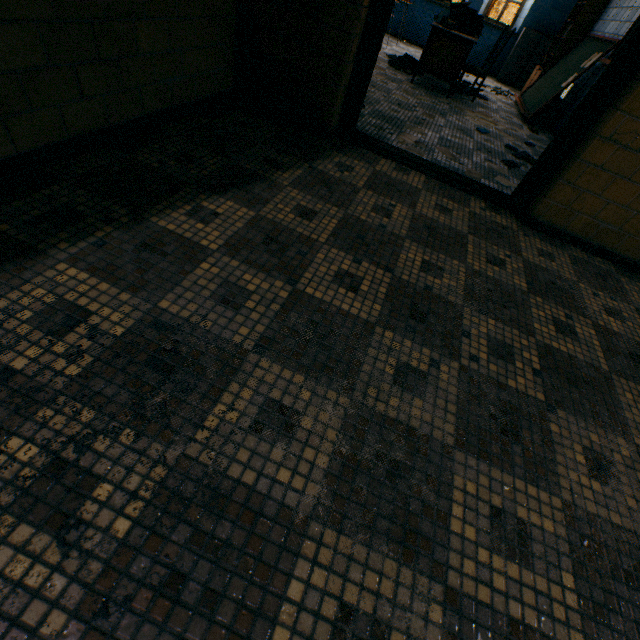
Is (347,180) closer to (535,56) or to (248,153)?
(248,153)

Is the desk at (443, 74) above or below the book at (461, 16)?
below

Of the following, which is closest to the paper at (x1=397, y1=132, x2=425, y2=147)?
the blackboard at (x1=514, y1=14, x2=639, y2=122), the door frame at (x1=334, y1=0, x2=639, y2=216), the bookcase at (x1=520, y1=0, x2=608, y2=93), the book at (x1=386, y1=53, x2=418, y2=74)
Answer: the door frame at (x1=334, y1=0, x2=639, y2=216)

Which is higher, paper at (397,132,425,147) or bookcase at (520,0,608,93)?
bookcase at (520,0,608,93)

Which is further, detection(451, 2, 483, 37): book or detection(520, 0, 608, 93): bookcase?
detection(520, 0, 608, 93): bookcase

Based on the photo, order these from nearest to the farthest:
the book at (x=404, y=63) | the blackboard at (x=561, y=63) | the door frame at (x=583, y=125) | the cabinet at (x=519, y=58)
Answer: the door frame at (x=583, y=125) < the blackboard at (x=561, y=63) < the book at (x=404, y=63) < the cabinet at (x=519, y=58)

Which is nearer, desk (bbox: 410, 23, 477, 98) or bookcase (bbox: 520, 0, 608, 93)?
desk (bbox: 410, 23, 477, 98)

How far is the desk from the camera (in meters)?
4.53
